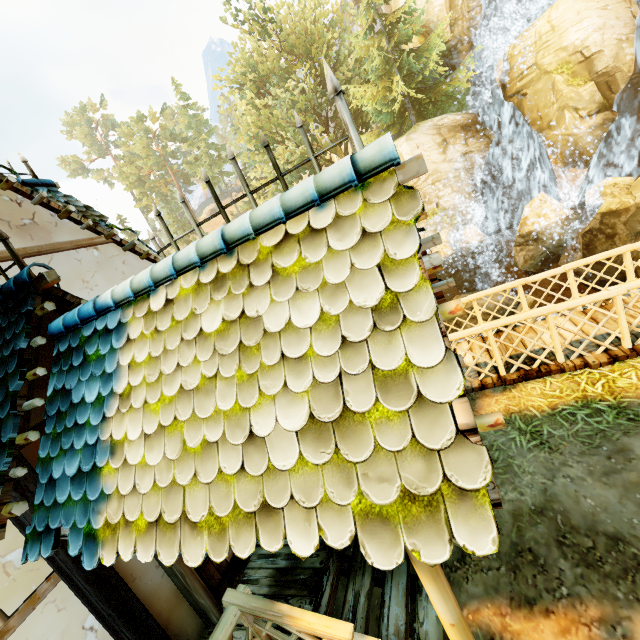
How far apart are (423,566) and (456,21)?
29.54m

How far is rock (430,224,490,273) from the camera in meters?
18.6

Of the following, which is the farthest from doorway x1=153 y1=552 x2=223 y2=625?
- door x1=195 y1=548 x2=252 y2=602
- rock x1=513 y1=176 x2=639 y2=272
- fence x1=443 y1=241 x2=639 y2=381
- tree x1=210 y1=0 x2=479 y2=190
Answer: tree x1=210 y1=0 x2=479 y2=190

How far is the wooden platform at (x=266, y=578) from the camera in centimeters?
352cm

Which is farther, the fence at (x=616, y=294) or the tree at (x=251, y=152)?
the tree at (x=251, y=152)

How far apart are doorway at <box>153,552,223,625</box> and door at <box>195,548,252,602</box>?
0.00m

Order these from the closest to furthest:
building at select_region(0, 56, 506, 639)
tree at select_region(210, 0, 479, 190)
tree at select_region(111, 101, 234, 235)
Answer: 1. building at select_region(0, 56, 506, 639)
2. tree at select_region(210, 0, 479, 190)
3. tree at select_region(111, 101, 234, 235)

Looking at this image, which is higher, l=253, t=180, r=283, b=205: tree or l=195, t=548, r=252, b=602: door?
l=253, t=180, r=283, b=205: tree
